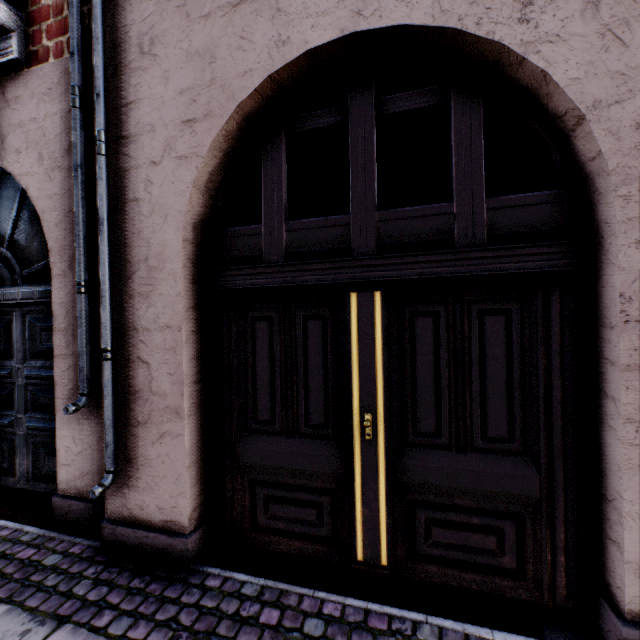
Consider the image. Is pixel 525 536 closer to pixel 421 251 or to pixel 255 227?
pixel 421 251
